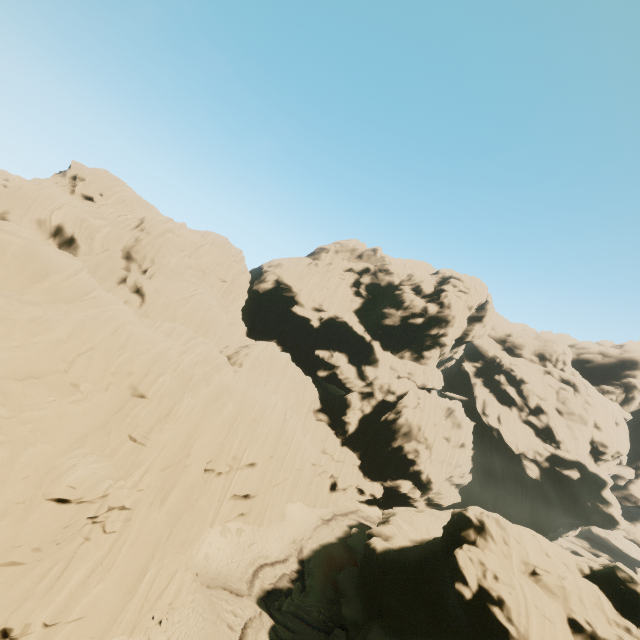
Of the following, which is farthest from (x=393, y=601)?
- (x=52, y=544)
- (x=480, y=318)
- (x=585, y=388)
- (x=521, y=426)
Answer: (x=585, y=388)
